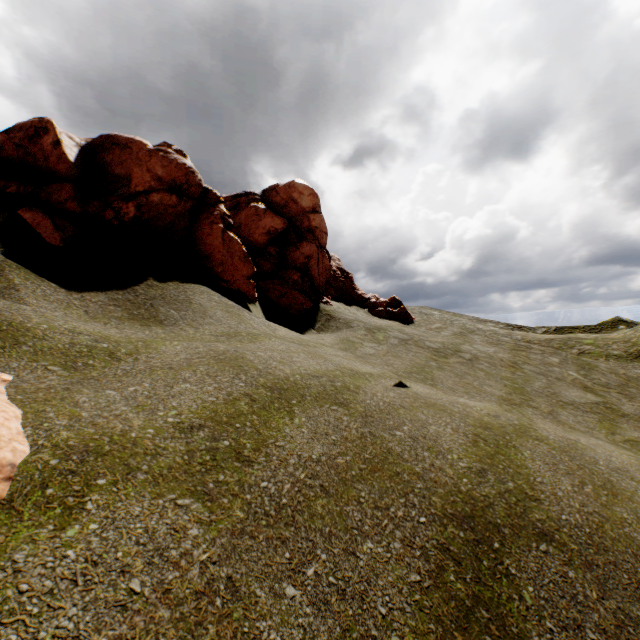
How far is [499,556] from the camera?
3.9 meters

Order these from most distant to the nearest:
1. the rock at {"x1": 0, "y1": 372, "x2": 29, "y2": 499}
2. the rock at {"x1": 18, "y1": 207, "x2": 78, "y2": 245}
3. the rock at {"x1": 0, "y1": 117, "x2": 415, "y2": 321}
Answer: the rock at {"x1": 0, "y1": 117, "x2": 415, "y2": 321} < the rock at {"x1": 18, "y1": 207, "x2": 78, "y2": 245} < the rock at {"x1": 0, "y1": 372, "x2": 29, "y2": 499}

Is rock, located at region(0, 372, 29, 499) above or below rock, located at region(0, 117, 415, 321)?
below

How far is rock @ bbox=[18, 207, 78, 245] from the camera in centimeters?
833cm

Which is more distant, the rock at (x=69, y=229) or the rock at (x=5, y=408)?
the rock at (x=69, y=229)

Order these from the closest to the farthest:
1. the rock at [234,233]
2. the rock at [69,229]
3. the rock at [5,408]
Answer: the rock at [5,408] → the rock at [69,229] → the rock at [234,233]

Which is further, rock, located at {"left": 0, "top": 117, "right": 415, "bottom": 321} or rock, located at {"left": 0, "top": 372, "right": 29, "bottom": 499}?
rock, located at {"left": 0, "top": 117, "right": 415, "bottom": 321}
